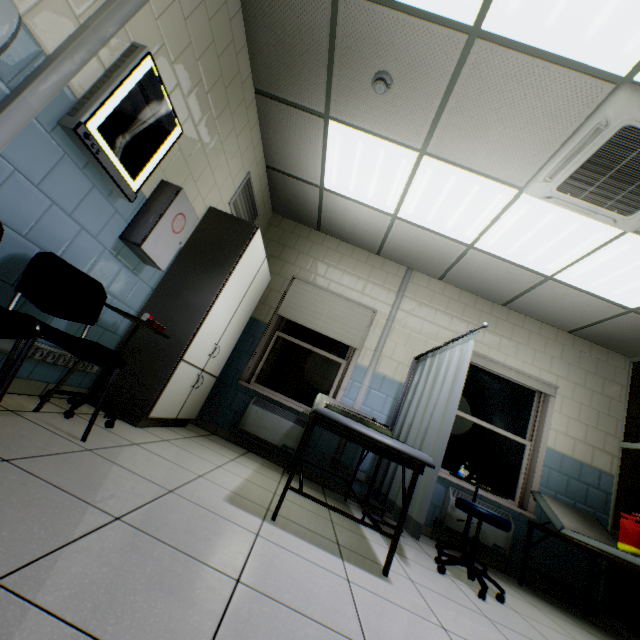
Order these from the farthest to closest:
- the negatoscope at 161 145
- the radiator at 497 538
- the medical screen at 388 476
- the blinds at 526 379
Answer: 1. the blinds at 526 379
2. the radiator at 497 538
3. the medical screen at 388 476
4. the negatoscope at 161 145

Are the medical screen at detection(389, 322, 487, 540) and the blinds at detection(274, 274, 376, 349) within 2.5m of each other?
yes

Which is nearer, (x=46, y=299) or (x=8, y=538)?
(x=8, y=538)

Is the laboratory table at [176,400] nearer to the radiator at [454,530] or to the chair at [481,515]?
the chair at [481,515]

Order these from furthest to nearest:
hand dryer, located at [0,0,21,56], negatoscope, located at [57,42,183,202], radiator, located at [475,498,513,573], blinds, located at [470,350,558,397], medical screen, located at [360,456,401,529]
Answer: blinds, located at [470,350,558,397] < radiator, located at [475,498,513,573] < medical screen, located at [360,456,401,529] < negatoscope, located at [57,42,183,202] < hand dryer, located at [0,0,21,56]

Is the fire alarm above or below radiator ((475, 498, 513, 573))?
above

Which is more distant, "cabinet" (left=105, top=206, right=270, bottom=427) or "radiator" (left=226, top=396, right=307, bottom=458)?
"radiator" (left=226, top=396, right=307, bottom=458)

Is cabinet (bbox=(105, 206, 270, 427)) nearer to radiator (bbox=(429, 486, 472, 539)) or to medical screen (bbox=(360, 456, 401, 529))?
medical screen (bbox=(360, 456, 401, 529))
